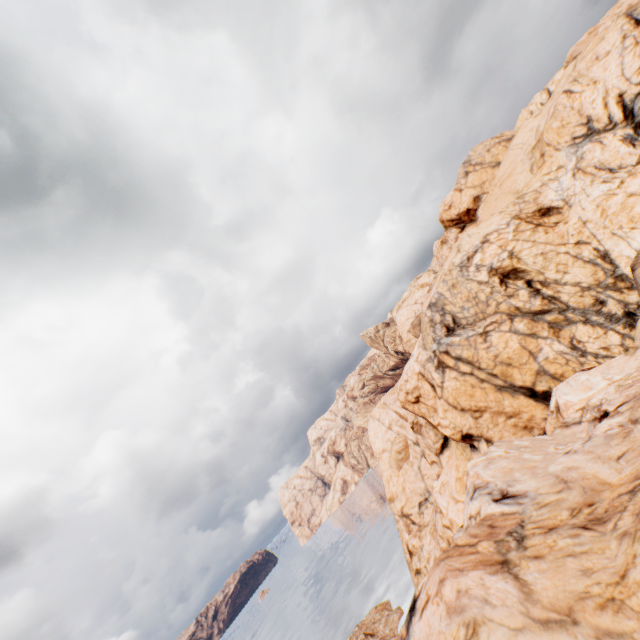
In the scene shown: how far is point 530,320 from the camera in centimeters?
2366cm
